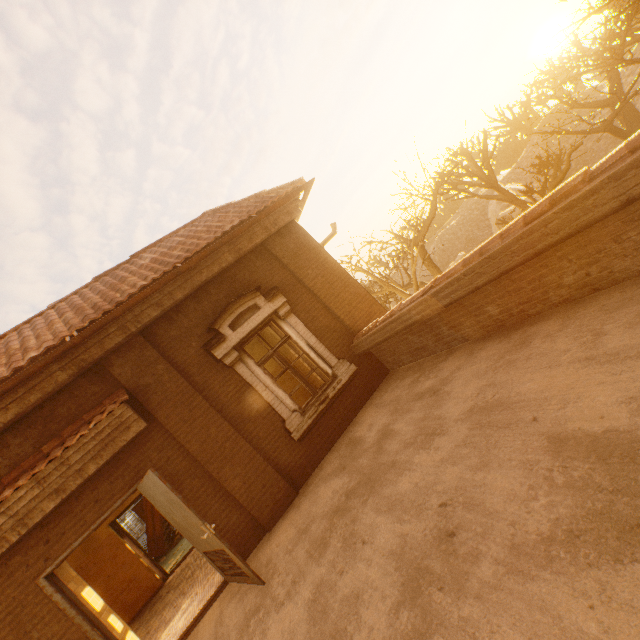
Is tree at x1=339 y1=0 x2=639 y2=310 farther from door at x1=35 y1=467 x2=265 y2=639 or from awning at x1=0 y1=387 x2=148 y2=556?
awning at x1=0 y1=387 x2=148 y2=556

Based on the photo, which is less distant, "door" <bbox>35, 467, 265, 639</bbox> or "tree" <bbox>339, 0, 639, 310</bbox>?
"door" <bbox>35, 467, 265, 639</bbox>

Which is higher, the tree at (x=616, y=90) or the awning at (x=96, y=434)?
the awning at (x=96, y=434)

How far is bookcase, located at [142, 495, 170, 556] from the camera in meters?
12.4 m

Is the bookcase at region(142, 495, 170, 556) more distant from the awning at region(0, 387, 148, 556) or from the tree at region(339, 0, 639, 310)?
the tree at region(339, 0, 639, 310)

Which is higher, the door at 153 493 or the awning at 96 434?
the awning at 96 434

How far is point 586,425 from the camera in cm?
230
